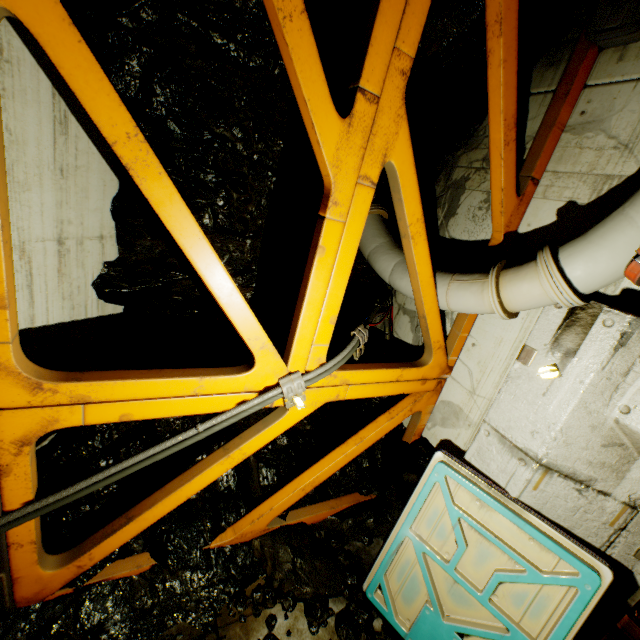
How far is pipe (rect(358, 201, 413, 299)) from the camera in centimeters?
410cm

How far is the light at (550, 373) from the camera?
2.9 meters

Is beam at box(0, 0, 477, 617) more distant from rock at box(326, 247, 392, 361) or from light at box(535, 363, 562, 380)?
light at box(535, 363, 562, 380)

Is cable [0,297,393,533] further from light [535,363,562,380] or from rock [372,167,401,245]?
light [535,363,562,380]

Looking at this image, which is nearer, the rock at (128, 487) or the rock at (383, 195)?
the rock at (128, 487)

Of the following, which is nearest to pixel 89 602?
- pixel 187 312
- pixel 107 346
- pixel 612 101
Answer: pixel 107 346

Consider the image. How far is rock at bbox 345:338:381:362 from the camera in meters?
5.7
